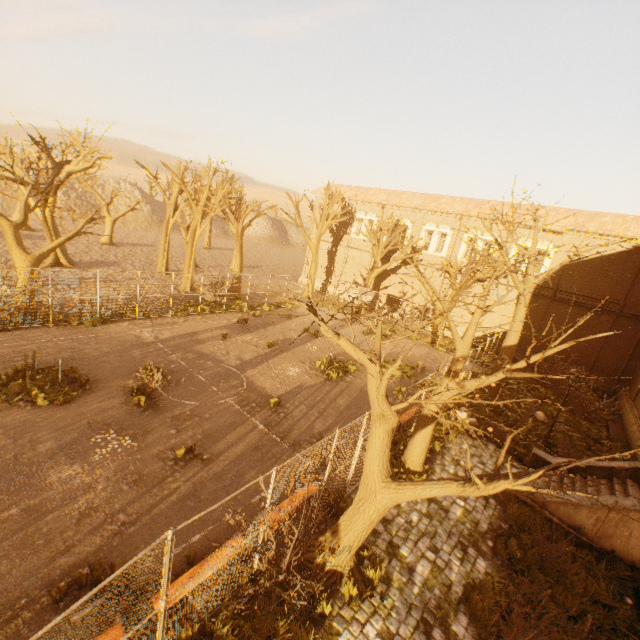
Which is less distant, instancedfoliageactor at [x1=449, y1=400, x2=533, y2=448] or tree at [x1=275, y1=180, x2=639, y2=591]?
tree at [x1=275, y1=180, x2=639, y2=591]

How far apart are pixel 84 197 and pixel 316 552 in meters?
72.1 m

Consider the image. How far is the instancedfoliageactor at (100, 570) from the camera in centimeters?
605cm

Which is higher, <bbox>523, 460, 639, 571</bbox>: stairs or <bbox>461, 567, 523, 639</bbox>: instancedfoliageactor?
<bbox>523, 460, 639, 571</bbox>: stairs

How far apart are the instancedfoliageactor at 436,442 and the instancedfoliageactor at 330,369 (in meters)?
4.35

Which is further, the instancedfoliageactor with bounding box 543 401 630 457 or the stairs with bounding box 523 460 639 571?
the instancedfoliageactor with bounding box 543 401 630 457

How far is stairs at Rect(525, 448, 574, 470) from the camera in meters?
12.3

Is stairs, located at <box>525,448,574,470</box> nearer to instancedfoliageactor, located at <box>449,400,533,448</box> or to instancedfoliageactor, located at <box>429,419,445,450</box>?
instancedfoliageactor, located at <box>449,400,533,448</box>
